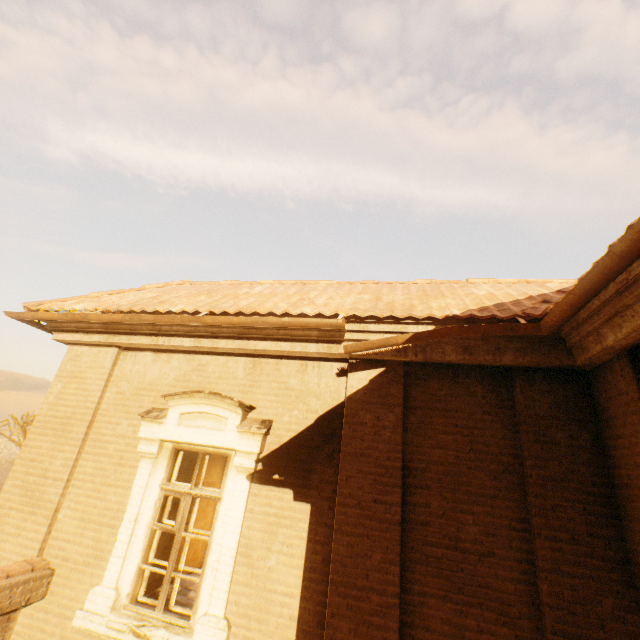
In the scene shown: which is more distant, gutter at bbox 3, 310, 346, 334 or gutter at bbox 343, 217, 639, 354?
gutter at bbox 3, 310, 346, 334

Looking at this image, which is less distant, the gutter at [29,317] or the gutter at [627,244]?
the gutter at [627,244]

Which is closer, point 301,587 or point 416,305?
point 301,587
